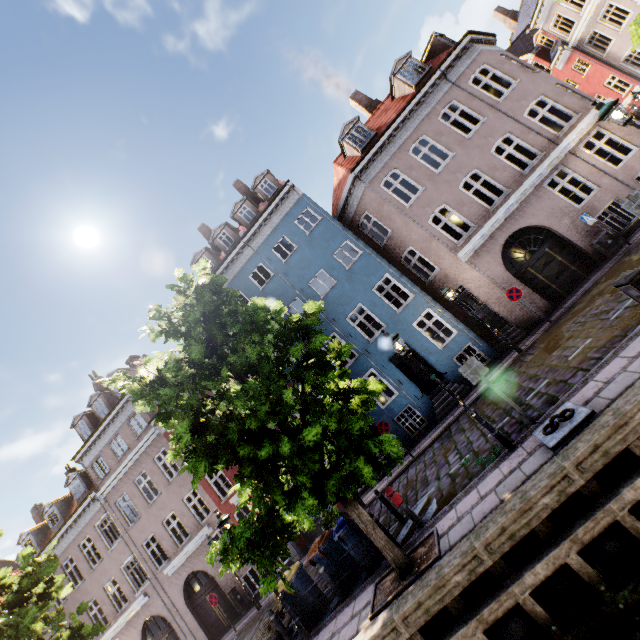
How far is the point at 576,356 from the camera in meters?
8.4 m

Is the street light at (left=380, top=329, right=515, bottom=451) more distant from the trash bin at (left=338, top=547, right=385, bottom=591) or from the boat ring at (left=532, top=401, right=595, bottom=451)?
the trash bin at (left=338, top=547, right=385, bottom=591)

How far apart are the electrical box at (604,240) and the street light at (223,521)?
16.3 meters

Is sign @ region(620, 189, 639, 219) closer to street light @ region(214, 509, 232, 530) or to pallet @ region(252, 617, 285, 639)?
street light @ region(214, 509, 232, 530)

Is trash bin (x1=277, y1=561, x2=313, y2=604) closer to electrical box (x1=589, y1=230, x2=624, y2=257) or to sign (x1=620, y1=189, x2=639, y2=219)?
sign (x1=620, y1=189, x2=639, y2=219)

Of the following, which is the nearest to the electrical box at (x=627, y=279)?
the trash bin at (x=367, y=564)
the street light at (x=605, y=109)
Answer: the street light at (x=605, y=109)

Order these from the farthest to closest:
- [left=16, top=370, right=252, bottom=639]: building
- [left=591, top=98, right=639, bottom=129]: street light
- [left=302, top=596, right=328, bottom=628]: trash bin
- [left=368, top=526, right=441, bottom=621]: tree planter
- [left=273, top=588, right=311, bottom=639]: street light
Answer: [left=16, top=370, right=252, bottom=639]: building < [left=302, top=596, right=328, bottom=628]: trash bin < [left=273, top=588, right=311, bottom=639]: street light < [left=591, top=98, right=639, bottom=129]: street light < [left=368, top=526, right=441, bottom=621]: tree planter

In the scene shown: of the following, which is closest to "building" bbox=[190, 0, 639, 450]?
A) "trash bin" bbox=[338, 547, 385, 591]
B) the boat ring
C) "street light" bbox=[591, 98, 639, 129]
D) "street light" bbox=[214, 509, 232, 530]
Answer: "trash bin" bbox=[338, 547, 385, 591]
